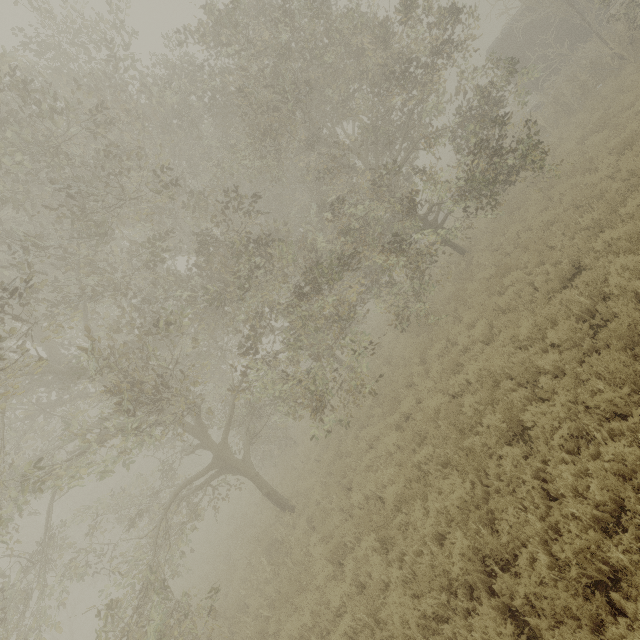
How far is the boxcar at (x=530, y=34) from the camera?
18.14m

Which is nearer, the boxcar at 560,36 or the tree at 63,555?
the tree at 63,555

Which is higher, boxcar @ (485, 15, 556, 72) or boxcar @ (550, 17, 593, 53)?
boxcar @ (485, 15, 556, 72)

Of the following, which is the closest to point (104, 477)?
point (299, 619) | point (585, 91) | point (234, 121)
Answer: point (299, 619)

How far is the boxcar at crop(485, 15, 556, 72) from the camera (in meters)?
18.14

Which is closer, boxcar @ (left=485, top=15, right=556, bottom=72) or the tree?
the tree
